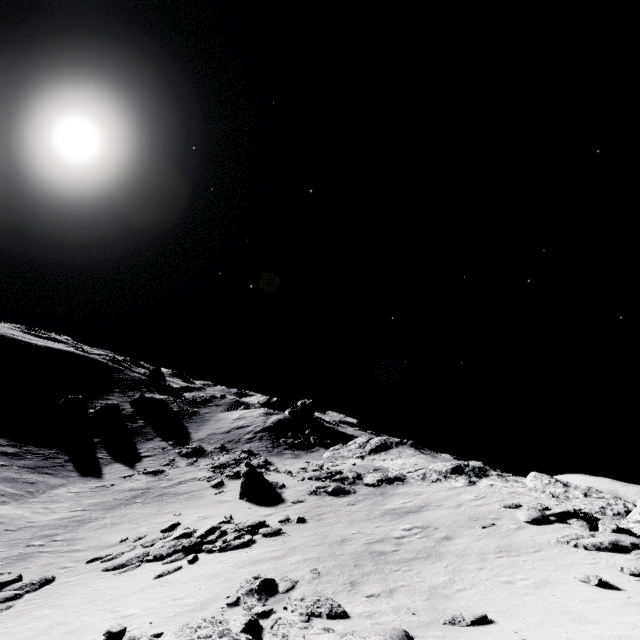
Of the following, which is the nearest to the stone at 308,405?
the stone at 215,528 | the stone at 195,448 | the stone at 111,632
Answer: the stone at 195,448

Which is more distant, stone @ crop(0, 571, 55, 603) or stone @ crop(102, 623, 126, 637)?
stone @ crop(0, 571, 55, 603)

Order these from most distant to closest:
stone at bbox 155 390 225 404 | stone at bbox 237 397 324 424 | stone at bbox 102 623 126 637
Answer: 1. stone at bbox 155 390 225 404
2. stone at bbox 237 397 324 424
3. stone at bbox 102 623 126 637

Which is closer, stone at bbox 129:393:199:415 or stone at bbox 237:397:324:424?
stone at bbox 237:397:324:424

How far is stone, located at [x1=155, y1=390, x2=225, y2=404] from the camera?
52.5 meters

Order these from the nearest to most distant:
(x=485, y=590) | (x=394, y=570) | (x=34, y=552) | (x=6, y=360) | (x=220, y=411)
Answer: (x=485, y=590)
(x=394, y=570)
(x=34, y=552)
(x=220, y=411)
(x=6, y=360)

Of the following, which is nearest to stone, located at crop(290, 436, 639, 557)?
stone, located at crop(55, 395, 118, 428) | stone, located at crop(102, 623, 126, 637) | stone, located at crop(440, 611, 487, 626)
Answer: stone, located at crop(440, 611, 487, 626)

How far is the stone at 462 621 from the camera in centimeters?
724cm
